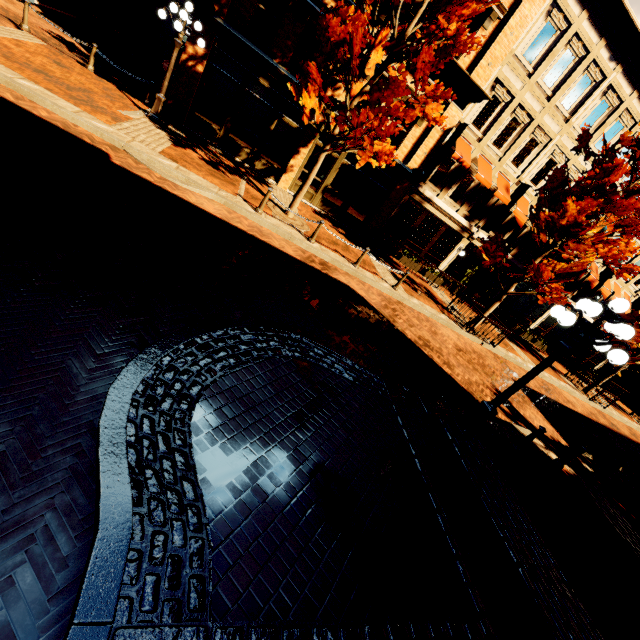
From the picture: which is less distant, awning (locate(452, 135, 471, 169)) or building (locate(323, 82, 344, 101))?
building (locate(323, 82, 344, 101))

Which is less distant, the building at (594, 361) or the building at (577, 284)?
the building at (577, 284)

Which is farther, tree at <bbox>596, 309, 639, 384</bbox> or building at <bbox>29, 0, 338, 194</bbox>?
tree at <bbox>596, 309, 639, 384</bbox>

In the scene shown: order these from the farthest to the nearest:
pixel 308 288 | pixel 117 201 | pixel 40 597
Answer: pixel 308 288 → pixel 117 201 → pixel 40 597

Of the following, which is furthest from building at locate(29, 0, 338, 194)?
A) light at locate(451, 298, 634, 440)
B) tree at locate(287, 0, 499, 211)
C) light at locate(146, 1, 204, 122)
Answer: light at locate(451, 298, 634, 440)

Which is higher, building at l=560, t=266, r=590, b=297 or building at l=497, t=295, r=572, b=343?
building at l=560, t=266, r=590, b=297

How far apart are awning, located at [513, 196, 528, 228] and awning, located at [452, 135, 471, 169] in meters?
3.9

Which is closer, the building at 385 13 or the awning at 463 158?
the building at 385 13
